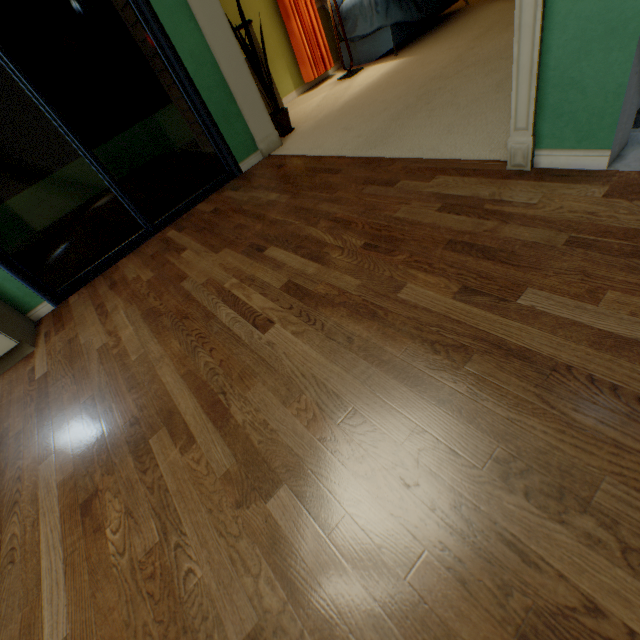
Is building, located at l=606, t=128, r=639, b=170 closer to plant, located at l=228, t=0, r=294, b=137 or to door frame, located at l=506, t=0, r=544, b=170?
door frame, located at l=506, t=0, r=544, b=170

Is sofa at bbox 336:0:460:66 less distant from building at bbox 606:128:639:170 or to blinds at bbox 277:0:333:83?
blinds at bbox 277:0:333:83

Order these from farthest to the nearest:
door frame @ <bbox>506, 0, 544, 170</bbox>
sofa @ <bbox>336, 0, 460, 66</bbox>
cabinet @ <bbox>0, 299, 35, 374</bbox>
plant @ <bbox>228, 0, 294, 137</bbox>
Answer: sofa @ <bbox>336, 0, 460, 66</bbox>, plant @ <bbox>228, 0, 294, 137</bbox>, cabinet @ <bbox>0, 299, 35, 374</bbox>, door frame @ <bbox>506, 0, 544, 170</bbox>

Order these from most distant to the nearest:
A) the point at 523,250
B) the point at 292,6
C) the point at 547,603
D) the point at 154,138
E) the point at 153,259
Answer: the point at 154,138 → the point at 292,6 → the point at 153,259 → the point at 523,250 → the point at 547,603

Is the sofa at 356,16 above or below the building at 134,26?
below

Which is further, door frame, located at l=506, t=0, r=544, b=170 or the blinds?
the blinds

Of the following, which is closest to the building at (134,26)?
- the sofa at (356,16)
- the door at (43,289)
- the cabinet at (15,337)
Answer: the door at (43,289)

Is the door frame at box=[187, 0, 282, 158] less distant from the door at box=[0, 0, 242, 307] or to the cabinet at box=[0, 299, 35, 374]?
the door at box=[0, 0, 242, 307]
